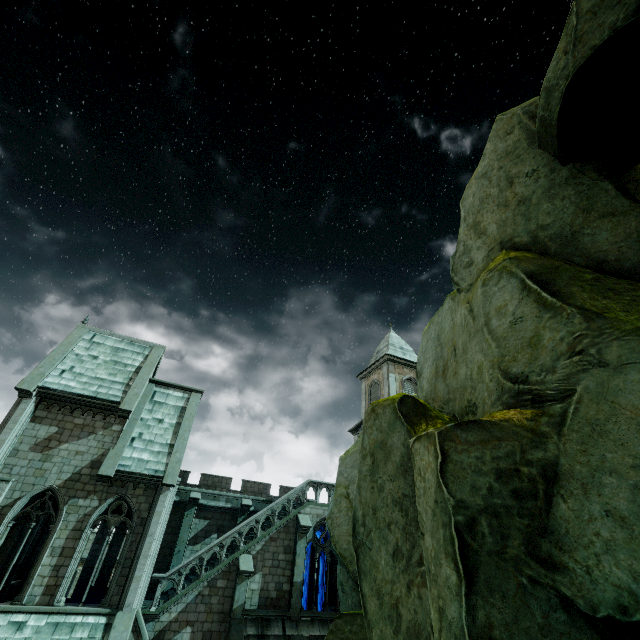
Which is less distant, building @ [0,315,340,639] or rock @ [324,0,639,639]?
rock @ [324,0,639,639]

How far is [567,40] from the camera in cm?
383

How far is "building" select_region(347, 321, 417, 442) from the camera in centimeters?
2976cm

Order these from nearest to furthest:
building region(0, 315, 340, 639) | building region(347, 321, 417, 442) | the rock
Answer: the rock < building region(0, 315, 340, 639) < building region(347, 321, 417, 442)

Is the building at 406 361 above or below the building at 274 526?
above

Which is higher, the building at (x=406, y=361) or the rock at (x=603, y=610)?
the building at (x=406, y=361)

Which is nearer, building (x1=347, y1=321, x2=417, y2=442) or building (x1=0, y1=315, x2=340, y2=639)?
building (x1=0, y1=315, x2=340, y2=639)
